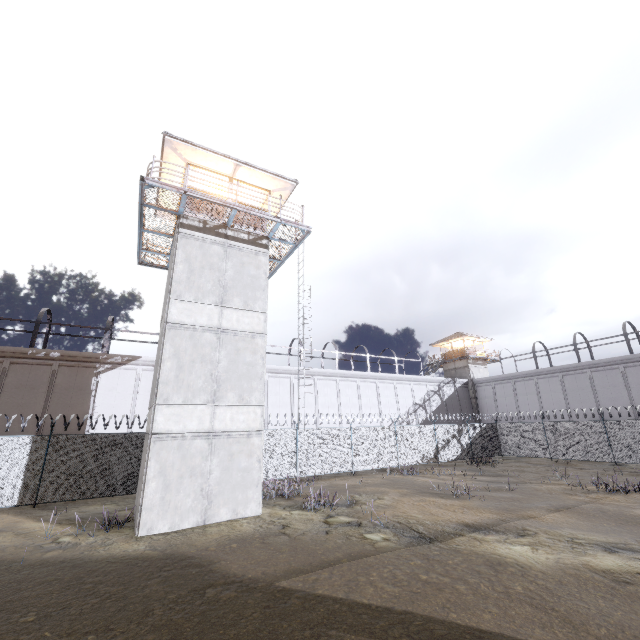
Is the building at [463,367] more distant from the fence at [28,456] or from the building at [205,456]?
the building at [205,456]

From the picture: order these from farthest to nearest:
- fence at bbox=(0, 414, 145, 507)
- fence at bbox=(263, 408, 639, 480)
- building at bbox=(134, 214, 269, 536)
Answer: fence at bbox=(263, 408, 639, 480) → fence at bbox=(0, 414, 145, 507) → building at bbox=(134, 214, 269, 536)

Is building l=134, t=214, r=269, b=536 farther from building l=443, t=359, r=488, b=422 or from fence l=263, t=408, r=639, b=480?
building l=443, t=359, r=488, b=422

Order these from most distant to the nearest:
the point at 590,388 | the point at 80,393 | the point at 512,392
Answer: the point at 512,392, the point at 590,388, the point at 80,393

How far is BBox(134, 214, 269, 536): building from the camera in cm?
1085

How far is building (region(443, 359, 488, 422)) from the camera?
40.51m

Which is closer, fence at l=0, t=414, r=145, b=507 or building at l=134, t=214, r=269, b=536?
building at l=134, t=214, r=269, b=536

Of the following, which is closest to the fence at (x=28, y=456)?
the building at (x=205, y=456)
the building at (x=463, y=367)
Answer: the building at (x=205, y=456)
